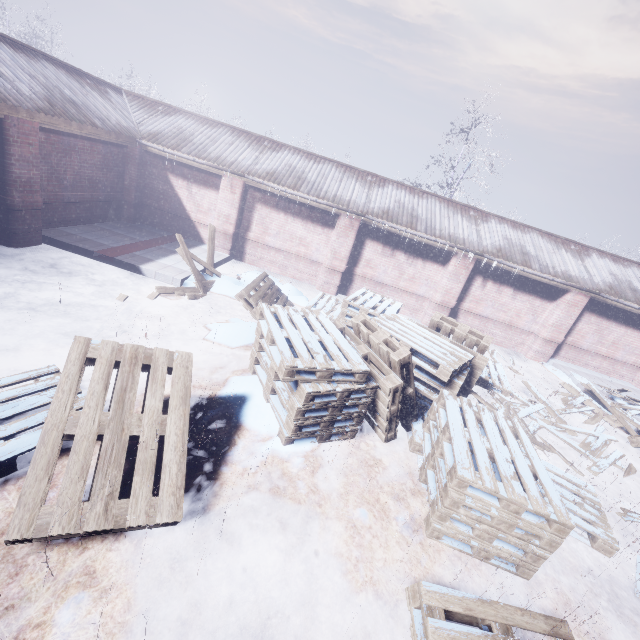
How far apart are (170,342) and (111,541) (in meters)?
2.80

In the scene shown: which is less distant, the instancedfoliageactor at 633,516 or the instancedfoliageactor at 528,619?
the instancedfoliageactor at 528,619

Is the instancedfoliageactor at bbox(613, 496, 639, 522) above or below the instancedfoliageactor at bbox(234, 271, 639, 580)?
below

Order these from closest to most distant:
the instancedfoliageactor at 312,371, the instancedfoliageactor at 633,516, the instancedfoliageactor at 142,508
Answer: the instancedfoliageactor at 142,508 → the instancedfoliageactor at 312,371 → the instancedfoliageactor at 633,516

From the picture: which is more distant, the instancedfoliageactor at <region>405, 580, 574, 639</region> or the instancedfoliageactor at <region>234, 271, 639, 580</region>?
the instancedfoliageactor at <region>234, 271, 639, 580</region>
